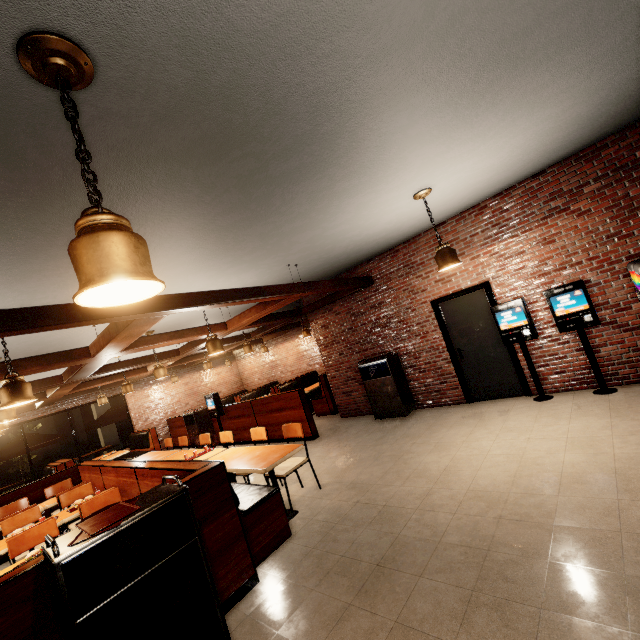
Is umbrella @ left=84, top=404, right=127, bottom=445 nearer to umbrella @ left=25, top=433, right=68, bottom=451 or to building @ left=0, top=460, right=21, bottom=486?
building @ left=0, top=460, right=21, bottom=486

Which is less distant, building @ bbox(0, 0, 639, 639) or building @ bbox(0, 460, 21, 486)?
building @ bbox(0, 0, 639, 639)

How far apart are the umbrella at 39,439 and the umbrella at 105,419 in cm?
109

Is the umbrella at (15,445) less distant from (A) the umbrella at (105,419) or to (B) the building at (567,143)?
(B) the building at (567,143)

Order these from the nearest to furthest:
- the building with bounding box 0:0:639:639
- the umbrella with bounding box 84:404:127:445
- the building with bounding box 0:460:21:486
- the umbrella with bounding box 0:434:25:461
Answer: the building with bounding box 0:0:639:639, the umbrella with bounding box 0:434:25:461, the umbrella with bounding box 84:404:127:445, the building with bounding box 0:460:21:486

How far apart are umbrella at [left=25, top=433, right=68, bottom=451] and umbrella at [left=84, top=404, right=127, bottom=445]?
1.09m

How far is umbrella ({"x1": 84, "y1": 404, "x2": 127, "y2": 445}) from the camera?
11.9m

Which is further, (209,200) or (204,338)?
(204,338)
